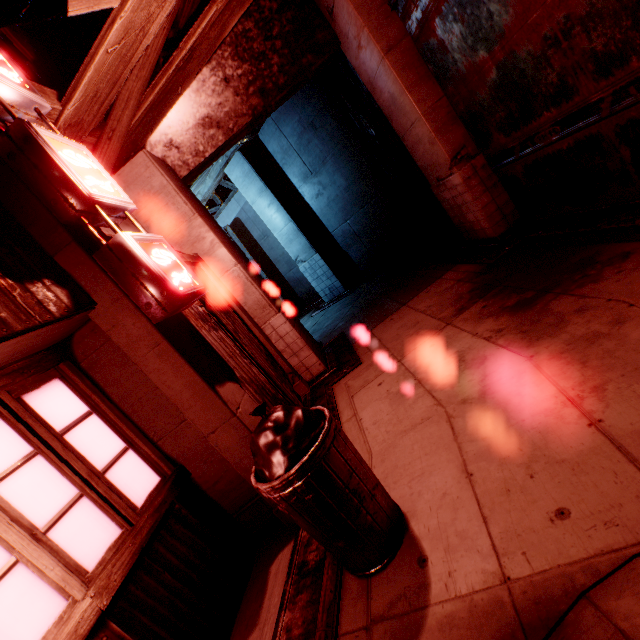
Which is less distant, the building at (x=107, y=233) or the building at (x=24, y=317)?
the building at (x=24, y=317)

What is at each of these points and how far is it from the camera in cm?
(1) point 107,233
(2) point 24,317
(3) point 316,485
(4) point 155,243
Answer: (1) building, 413
(2) building, 206
(3) trash can, 200
(4) sign, 291

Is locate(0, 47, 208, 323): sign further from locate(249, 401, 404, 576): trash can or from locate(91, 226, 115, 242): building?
locate(249, 401, 404, 576): trash can

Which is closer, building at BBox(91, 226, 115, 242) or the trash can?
the trash can

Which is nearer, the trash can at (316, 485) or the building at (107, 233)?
the trash can at (316, 485)

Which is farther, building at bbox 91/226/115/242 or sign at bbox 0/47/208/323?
building at bbox 91/226/115/242
